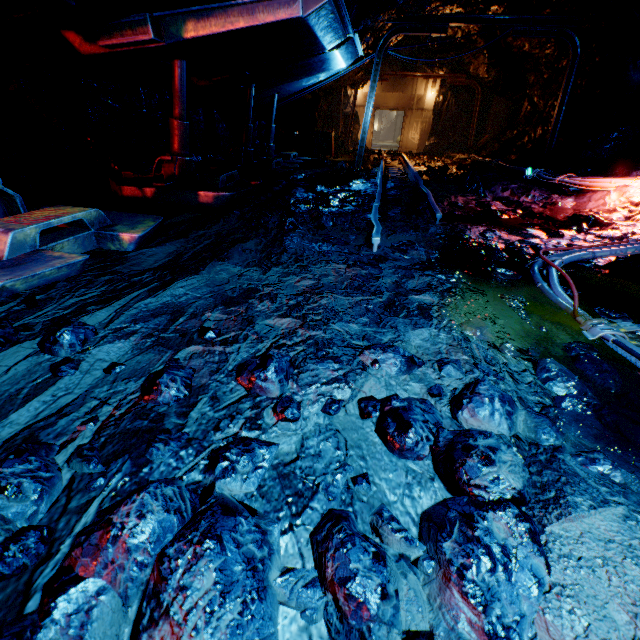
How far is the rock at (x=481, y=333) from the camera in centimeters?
194cm

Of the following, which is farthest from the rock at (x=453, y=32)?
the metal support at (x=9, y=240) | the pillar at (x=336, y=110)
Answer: the metal support at (x=9, y=240)

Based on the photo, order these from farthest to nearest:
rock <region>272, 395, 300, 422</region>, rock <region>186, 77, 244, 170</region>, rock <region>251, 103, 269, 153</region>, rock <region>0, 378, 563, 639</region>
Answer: rock <region>251, 103, 269, 153</region>
rock <region>186, 77, 244, 170</region>
rock <region>272, 395, 300, 422</region>
rock <region>0, 378, 563, 639</region>

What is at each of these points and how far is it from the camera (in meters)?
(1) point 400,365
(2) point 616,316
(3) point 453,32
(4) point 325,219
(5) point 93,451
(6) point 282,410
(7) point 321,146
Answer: (1) rock, 1.61
(2) rock, 2.36
(3) rock, 11.91
(4) rock, 3.81
(5) rock, 1.08
(6) rock, 1.28
(7) trolley, 13.59

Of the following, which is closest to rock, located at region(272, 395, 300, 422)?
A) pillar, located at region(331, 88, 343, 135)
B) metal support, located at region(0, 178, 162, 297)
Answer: pillar, located at region(331, 88, 343, 135)

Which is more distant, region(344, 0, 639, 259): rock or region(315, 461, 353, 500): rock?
region(344, 0, 639, 259): rock

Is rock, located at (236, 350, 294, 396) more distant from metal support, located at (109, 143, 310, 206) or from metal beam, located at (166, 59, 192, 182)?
metal beam, located at (166, 59, 192, 182)

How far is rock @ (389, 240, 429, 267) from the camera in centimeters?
300cm
